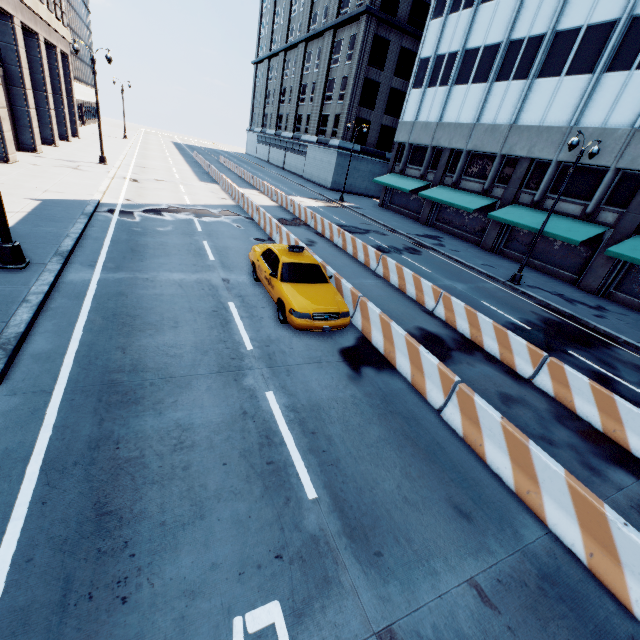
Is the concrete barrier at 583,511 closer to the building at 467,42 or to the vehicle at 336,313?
the vehicle at 336,313

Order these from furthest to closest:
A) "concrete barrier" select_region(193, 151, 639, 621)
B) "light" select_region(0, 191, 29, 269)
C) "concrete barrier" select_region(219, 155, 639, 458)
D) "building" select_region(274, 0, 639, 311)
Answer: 1. "building" select_region(274, 0, 639, 311)
2. "light" select_region(0, 191, 29, 269)
3. "concrete barrier" select_region(219, 155, 639, 458)
4. "concrete barrier" select_region(193, 151, 639, 621)

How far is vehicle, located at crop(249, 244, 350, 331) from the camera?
8.5 meters

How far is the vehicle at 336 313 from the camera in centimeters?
845cm

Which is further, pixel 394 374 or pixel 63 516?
pixel 394 374

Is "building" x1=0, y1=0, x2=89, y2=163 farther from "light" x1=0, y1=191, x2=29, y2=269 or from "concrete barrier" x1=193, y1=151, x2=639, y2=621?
"concrete barrier" x1=193, y1=151, x2=639, y2=621

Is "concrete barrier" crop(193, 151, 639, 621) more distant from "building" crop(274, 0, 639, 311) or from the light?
"building" crop(274, 0, 639, 311)

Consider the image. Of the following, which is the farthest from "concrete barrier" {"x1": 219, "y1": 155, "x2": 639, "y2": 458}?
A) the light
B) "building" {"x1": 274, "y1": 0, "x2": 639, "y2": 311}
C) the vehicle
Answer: "building" {"x1": 274, "y1": 0, "x2": 639, "y2": 311}
